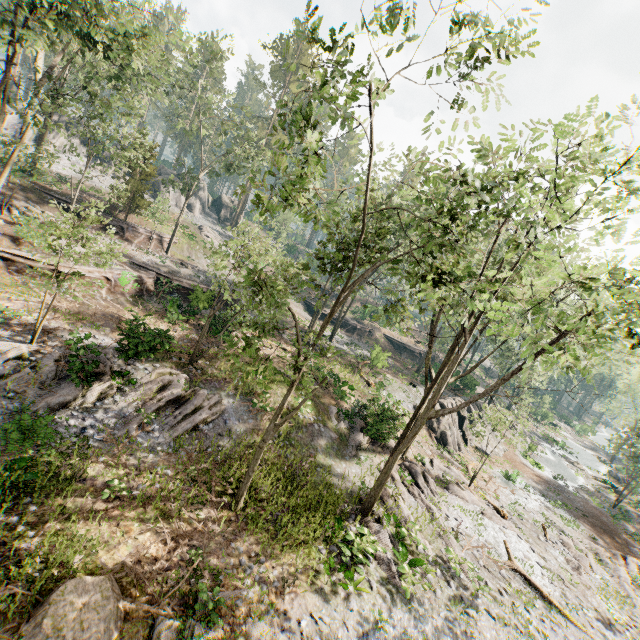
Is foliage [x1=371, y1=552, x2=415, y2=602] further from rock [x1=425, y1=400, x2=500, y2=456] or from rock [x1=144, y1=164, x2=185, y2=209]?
rock [x1=144, y1=164, x2=185, y2=209]

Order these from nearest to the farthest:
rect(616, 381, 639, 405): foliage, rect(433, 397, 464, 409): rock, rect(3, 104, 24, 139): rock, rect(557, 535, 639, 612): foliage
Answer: rect(557, 535, 639, 612): foliage < rect(433, 397, 464, 409): rock < rect(3, 104, 24, 139): rock < rect(616, 381, 639, 405): foliage

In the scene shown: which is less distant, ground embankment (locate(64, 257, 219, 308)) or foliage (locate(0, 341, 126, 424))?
foliage (locate(0, 341, 126, 424))

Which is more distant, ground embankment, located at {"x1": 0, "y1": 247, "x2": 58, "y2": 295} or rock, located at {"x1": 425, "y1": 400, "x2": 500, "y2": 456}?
rock, located at {"x1": 425, "y1": 400, "x2": 500, "y2": 456}

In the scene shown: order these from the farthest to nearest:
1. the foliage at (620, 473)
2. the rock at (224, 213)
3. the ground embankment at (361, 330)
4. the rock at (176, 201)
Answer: the rock at (224, 213) < the rock at (176, 201) < the ground embankment at (361, 330) < the foliage at (620, 473)

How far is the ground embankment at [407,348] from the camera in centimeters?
4869cm

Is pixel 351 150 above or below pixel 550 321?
above

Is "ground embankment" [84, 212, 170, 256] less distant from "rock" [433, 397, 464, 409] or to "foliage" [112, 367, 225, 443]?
"foliage" [112, 367, 225, 443]
